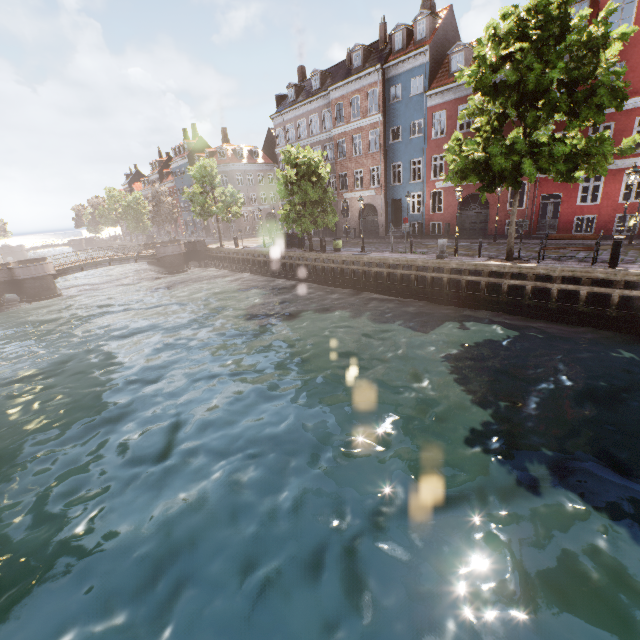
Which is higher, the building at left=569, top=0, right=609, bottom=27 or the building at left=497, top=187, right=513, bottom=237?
the building at left=569, top=0, right=609, bottom=27

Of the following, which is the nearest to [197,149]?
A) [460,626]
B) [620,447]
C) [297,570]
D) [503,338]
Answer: [503,338]

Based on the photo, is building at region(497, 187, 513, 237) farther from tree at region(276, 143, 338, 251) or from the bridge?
the bridge

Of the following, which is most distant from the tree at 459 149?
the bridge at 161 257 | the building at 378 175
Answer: the building at 378 175

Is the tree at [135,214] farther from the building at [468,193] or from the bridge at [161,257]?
the building at [468,193]

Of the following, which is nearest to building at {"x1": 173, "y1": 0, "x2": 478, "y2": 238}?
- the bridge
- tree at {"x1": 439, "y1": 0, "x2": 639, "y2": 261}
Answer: tree at {"x1": 439, "y1": 0, "x2": 639, "y2": 261}
